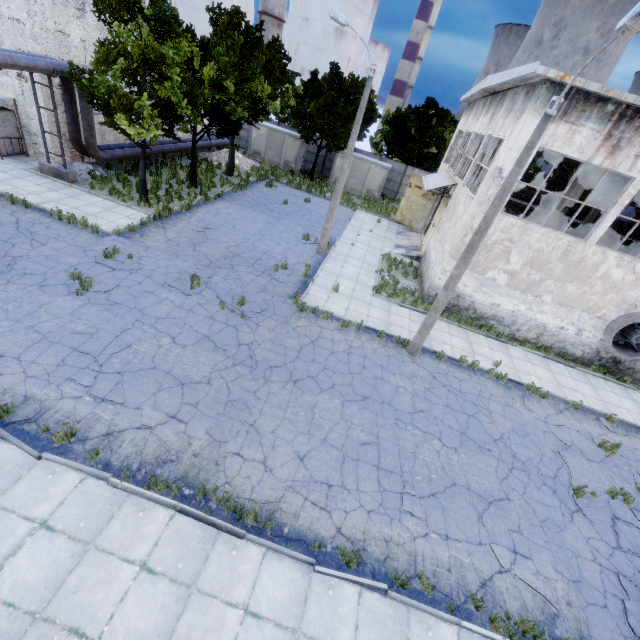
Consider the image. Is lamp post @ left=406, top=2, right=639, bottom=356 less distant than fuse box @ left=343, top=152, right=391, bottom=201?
Yes

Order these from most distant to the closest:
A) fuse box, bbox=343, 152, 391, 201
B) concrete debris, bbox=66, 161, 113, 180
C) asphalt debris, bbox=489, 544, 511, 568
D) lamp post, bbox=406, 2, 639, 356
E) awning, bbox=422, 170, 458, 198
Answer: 1. fuse box, bbox=343, 152, 391, 201
2. awning, bbox=422, 170, 458, 198
3. concrete debris, bbox=66, 161, 113, 180
4. asphalt debris, bbox=489, 544, 511, 568
5. lamp post, bbox=406, 2, 639, 356

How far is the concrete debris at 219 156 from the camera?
29.0 meters

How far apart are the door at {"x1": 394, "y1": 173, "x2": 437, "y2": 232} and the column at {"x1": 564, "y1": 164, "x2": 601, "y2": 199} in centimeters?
965cm

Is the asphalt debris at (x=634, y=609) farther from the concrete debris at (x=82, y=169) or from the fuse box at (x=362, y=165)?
the fuse box at (x=362, y=165)

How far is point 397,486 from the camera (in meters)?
8.26

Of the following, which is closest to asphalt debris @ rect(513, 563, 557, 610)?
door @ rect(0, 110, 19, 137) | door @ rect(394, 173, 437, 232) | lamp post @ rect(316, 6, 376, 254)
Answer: lamp post @ rect(316, 6, 376, 254)

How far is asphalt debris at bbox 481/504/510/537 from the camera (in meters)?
7.94
